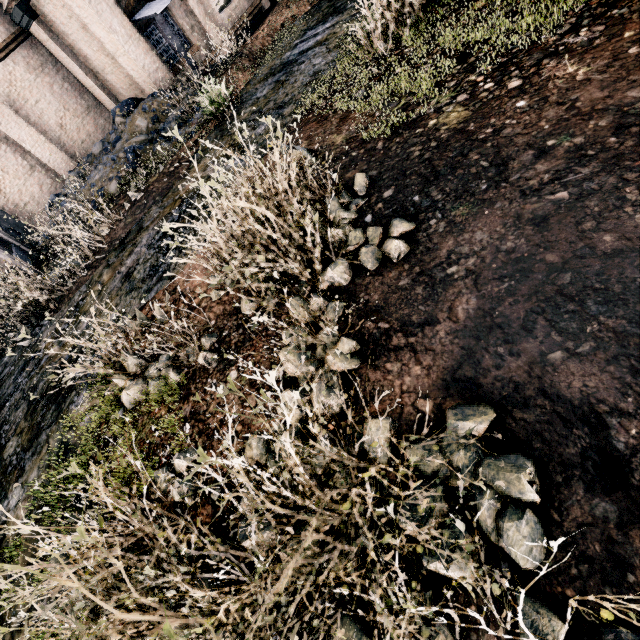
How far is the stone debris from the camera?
12.4 meters

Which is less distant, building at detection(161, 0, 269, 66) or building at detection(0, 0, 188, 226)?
building at detection(0, 0, 188, 226)

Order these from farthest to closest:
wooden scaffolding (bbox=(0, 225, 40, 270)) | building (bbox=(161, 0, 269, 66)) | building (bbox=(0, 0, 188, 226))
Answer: building (bbox=(161, 0, 269, 66))
building (bbox=(0, 0, 188, 226))
wooden scaffolding (bbox=(0, 225, 40, 270))

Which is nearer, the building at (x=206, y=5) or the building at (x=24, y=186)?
the building at (x=24, y=186)

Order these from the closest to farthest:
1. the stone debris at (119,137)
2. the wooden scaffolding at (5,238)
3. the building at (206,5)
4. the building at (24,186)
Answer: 1. the wooden scaffolding at (5,238)
2. the stone debris at (119,137)
3. the building at (24,186)
4. the building at (206,5)

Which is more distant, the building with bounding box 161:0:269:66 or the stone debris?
the building with bounding box 161:0:269:66

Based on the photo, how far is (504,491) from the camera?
2.14m
